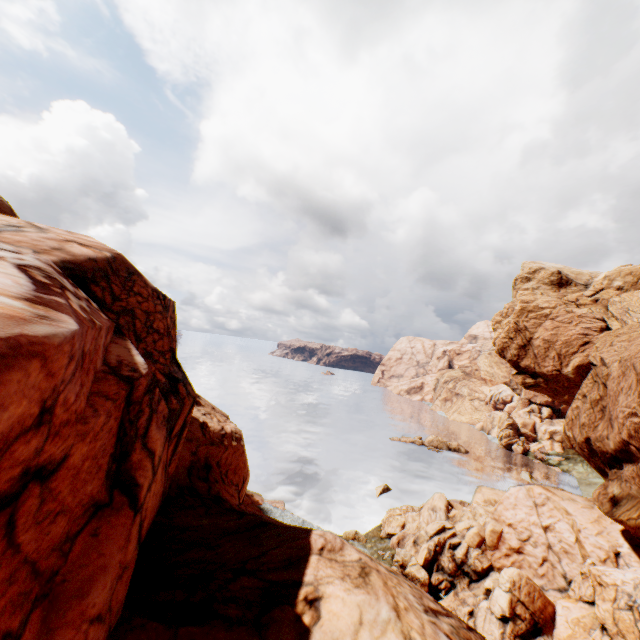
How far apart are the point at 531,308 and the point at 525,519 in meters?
37.7
